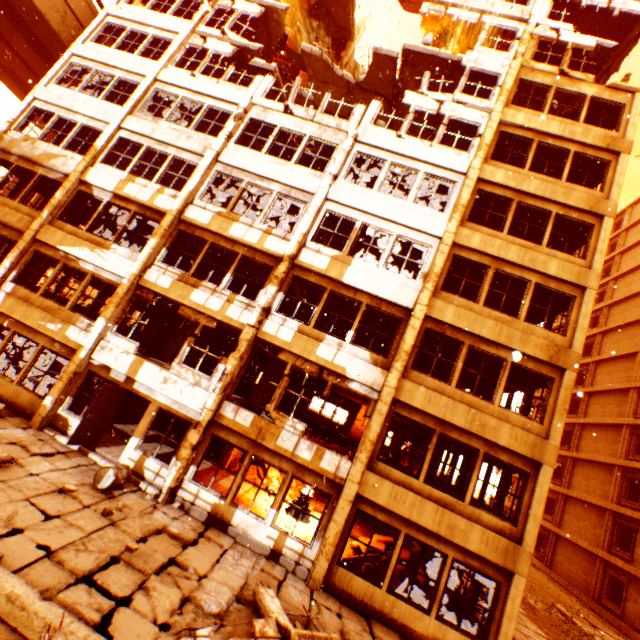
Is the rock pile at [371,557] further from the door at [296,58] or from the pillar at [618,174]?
the door at [296,58]

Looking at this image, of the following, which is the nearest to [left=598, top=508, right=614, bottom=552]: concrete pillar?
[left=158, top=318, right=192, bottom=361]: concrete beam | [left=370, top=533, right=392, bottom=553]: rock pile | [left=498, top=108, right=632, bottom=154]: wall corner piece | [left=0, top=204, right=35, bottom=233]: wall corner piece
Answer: [left=498, top=108, right=632, bottom=154]: wall corner piece

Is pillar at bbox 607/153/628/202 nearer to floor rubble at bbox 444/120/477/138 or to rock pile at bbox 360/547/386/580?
floor rubble at bbox 444/120/477/138

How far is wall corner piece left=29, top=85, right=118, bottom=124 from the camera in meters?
14.4 m

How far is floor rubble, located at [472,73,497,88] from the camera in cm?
1470

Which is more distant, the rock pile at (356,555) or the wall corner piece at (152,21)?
the wall corner piece at (152,21)

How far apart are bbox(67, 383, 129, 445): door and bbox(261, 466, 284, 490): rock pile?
5.6 meters

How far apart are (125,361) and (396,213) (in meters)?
11.05
